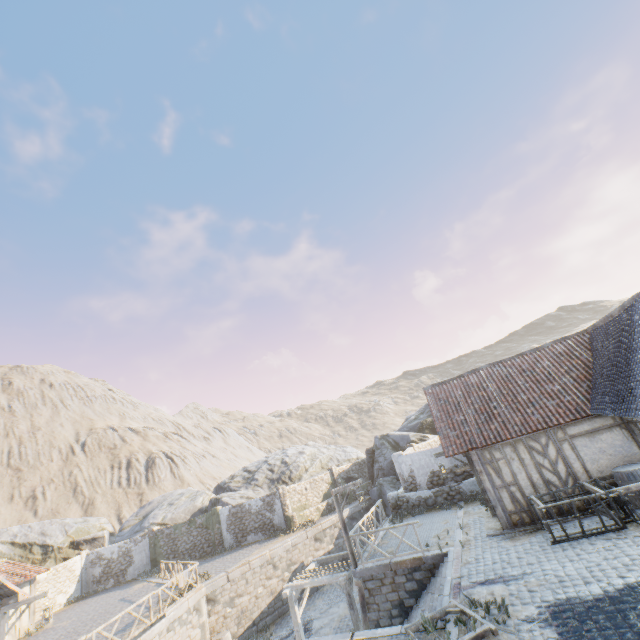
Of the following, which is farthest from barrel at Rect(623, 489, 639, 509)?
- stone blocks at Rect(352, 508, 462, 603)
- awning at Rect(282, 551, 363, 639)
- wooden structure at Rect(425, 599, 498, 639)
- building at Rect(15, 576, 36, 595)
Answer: building at Rect(15, 576, 36, 595)

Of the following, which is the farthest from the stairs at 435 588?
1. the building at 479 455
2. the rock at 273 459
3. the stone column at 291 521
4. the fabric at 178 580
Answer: the rock at 273 459

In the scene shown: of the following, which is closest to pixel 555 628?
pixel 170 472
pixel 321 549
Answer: pixel 321 549

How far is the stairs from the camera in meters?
9.1 m

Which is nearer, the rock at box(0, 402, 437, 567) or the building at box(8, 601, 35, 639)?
the building at box(8, 601, 35, 639)

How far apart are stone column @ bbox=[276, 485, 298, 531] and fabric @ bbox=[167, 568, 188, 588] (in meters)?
9.03

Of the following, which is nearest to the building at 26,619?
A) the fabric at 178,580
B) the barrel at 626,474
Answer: the fabric at 178,580

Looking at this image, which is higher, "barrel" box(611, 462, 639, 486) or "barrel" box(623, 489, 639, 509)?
"barrel" box(611, 462, 639, 486)
